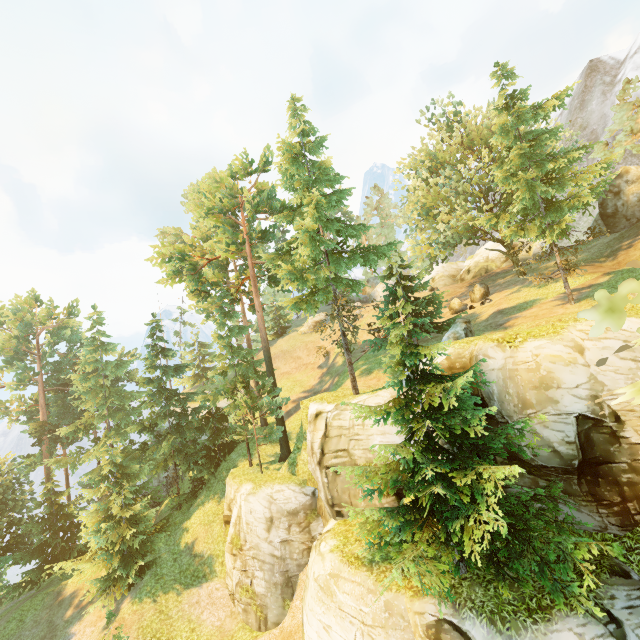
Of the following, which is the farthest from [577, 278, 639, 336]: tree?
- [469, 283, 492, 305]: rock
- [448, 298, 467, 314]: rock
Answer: [469, 283, 492, 305]: rock

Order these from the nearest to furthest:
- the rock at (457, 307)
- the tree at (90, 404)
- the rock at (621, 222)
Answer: the tree at (90, 404) → the rock at (621, 222) → the rock at (457, 307)

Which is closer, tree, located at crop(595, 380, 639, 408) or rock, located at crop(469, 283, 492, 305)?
tree, located at crop(595, 380, 639, 408)

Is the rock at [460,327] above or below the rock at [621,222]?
below

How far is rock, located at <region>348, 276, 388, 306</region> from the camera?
49.96m

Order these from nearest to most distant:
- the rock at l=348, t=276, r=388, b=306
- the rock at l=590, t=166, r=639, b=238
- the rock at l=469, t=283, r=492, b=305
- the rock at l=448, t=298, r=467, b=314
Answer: the rock at l=590, t=166, r=639, b=238 → the rock at l=469, t=283, r=492, b=305 → the rock at l=448, t=298, r=467, b=314 → the rock at l=348, t=276, r=388, b=306

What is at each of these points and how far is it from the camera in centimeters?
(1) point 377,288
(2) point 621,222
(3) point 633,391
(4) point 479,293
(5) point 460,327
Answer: (1) rock, 5066cm
(2) rock, 2656cm
(3) tree, 235cm
(4) rock, 2945cm
(5) rock, 1869cm

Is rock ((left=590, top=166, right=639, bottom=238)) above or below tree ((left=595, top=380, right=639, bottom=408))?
above
